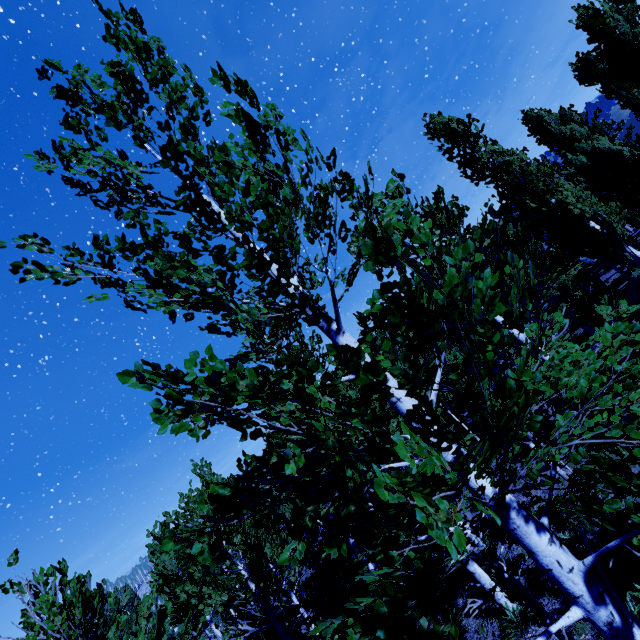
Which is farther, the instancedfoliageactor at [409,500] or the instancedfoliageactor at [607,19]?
the instancedfoliageactor at [607,19]

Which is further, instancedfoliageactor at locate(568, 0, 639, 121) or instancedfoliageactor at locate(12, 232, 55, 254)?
instancedfoliageactor at locate(568, 0, 639, 121)

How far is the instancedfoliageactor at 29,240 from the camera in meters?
2.5

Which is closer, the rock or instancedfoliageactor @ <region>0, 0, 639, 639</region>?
instancedfoliageactor @ <region>0, 0, 639, 639</region>

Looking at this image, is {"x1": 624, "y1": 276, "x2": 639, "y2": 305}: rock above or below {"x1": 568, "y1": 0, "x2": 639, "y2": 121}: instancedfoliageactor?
below

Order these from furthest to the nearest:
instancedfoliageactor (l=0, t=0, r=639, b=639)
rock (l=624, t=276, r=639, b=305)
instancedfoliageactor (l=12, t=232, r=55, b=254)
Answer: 1. rock (l=624, t=276, r=639, b=305)
2. instancedfoliageactor (l=12, t=232, r=55, b=254)
3. instancedfoliageactor (l=0, t=0, r=639, b=639)

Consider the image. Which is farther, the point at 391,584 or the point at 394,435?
the point at 391,584
